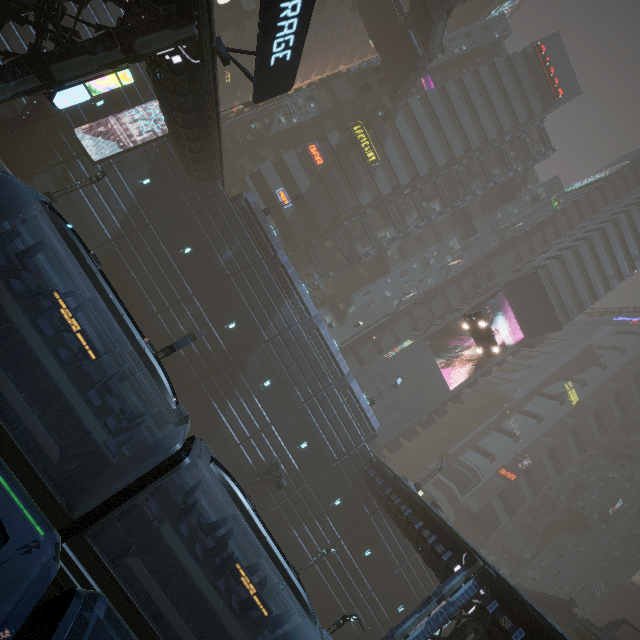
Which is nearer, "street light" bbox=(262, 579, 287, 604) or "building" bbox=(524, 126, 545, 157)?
"street light" bbox=(262, 579, 287, 604)

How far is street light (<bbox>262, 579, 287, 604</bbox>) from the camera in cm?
2128

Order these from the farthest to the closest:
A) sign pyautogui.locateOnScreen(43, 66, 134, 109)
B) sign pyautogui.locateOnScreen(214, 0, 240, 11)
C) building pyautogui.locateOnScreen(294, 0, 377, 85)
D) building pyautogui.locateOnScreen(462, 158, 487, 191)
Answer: building pyautogui.locateOnScreen(462, 158, 487, 191), building pyautogui.locateOnScreen(294, 0, 377, 85), sign pyautogui.locateOnScreen(214, 0, 240, 11), sign pyautogui.locateOnScreen(43, 66, 134, 109)

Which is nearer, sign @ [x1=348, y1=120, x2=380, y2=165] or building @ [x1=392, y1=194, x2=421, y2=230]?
sign @ [x1=348, y1=120, x2=380, y2=165]

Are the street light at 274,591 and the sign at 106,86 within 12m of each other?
no

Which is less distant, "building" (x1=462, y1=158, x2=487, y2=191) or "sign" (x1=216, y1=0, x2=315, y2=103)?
"sign" (x1=216, y1=0, x2=315, y2=103)

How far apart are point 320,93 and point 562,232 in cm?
4374

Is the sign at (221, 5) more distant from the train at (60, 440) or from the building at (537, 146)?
the train at (60, 440)
